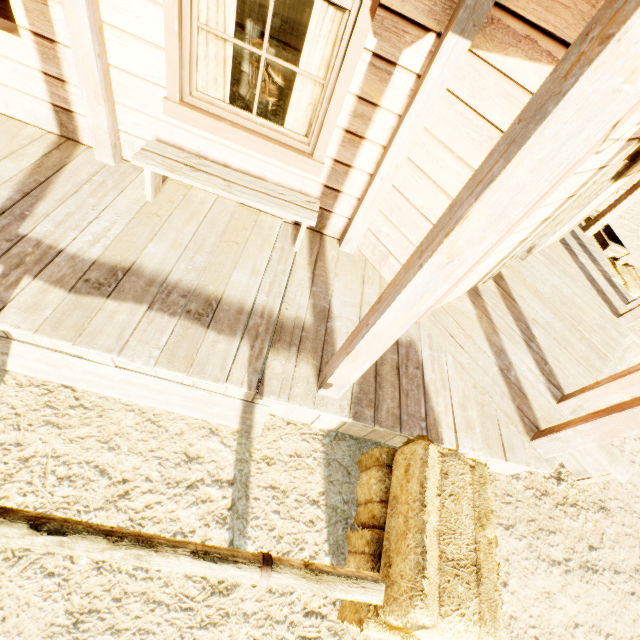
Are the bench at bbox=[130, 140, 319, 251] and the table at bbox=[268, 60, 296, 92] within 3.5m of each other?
yes

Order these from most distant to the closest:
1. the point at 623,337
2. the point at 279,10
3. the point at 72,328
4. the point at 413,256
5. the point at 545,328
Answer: the point at 279,10, the point at 623,337, the point at 545,328, the point at 72,328, the point at 413,256

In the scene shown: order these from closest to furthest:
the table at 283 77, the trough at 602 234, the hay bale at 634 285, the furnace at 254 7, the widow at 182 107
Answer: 1. the widow at 182 107
2. the table at 283 77
3. the furnace at 254 7
4. the hay bale at 634 285
5. the trough at 602 234

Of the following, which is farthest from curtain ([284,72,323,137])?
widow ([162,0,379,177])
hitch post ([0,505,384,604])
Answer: hitch post ([0,505,384,604])

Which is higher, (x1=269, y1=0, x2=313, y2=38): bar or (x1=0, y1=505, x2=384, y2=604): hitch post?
(x1=0, y1=505, x2=384, y2=604): hitch post

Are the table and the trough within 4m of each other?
no

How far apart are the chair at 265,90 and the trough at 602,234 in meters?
6.8

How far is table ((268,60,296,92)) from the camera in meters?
3.8 m
